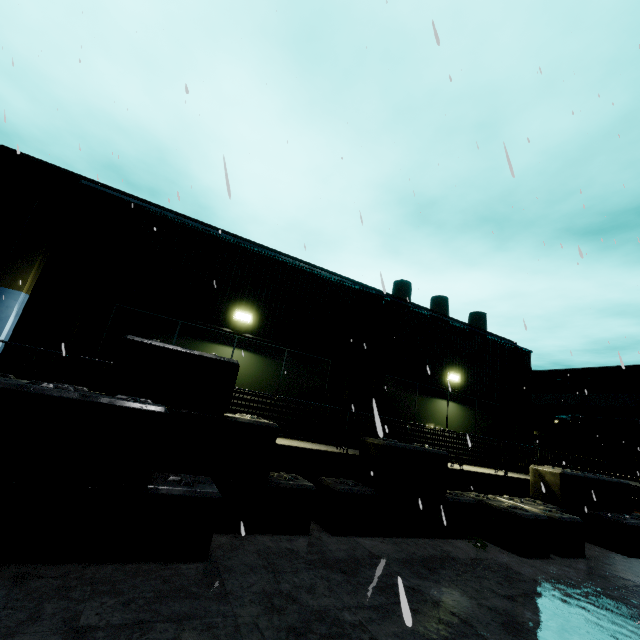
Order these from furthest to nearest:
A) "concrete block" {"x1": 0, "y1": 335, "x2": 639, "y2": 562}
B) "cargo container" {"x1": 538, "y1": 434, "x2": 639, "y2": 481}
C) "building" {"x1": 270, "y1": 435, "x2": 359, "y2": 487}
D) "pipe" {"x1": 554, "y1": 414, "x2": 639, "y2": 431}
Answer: "pipe" {"x1": 554, "y1": 414, "x2": 639, "y2": 431} → "cargo container" {"x1": 538, "y1": 434, "x2": 639, "y2": 481} → "building" {"x1": 270, "y1": 435, "x2": 359, "y2": 487} → "concrete block" {"x1": 0, "y1": 335, "x2": 639, "y2": 562}

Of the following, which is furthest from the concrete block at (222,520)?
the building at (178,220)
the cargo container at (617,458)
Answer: the cargo container at (617,458)

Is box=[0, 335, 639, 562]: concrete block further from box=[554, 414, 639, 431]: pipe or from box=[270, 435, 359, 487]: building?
box=[554, 414, 639, 431]: pipe

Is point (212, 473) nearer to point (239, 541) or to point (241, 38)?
point (239, 541)

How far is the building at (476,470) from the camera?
9.0 meters

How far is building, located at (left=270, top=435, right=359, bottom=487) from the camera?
7.0m

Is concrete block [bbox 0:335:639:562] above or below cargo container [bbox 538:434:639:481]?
below
